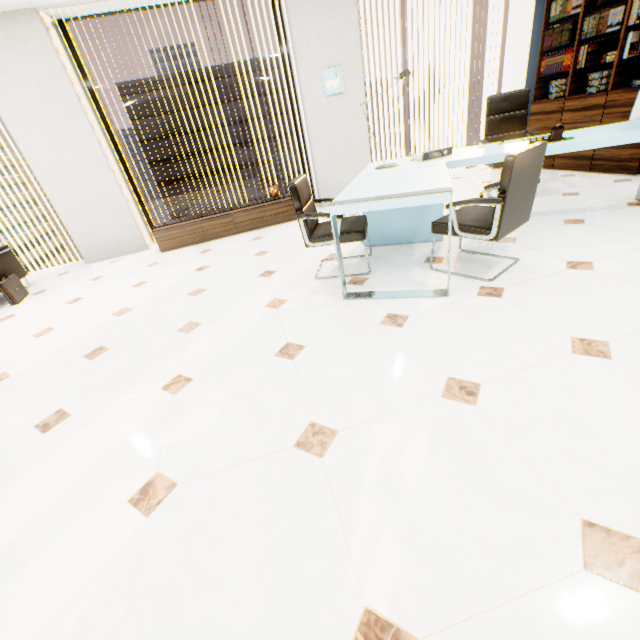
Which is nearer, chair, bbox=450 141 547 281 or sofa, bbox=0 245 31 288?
chair, bbox=450 141 547 281

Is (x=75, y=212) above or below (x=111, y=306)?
above

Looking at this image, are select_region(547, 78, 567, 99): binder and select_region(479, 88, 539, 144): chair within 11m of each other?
yes

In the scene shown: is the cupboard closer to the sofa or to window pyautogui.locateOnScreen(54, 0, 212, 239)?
window pyautogui.locateOnScreen(54, 0, 212, 239)

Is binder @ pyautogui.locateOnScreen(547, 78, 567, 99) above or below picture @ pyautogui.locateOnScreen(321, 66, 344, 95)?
below

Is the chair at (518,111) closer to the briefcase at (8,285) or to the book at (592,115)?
the book at (592,115)

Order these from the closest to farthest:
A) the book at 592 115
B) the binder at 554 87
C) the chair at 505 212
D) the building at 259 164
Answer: the chair at 505 212, the book at 592 115, the binder at 554 87, the building at 259 164

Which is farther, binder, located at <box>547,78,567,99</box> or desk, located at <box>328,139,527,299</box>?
binder, located at <box>547,78,567,99</box>
